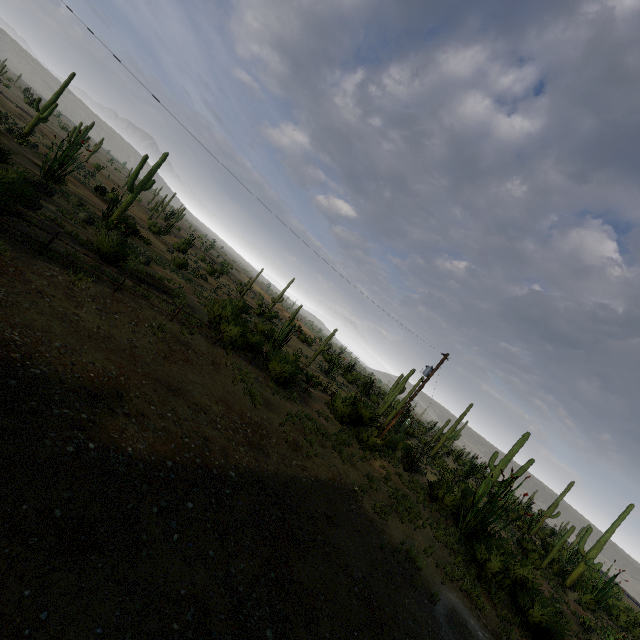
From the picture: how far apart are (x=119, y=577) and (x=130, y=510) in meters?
1.1

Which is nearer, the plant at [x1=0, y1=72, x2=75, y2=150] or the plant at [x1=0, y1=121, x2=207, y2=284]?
the plant at [x1=0, y1=121, x2=207, y2=284]

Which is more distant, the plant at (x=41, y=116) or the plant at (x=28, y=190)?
the plant at (x=41, y=116)
